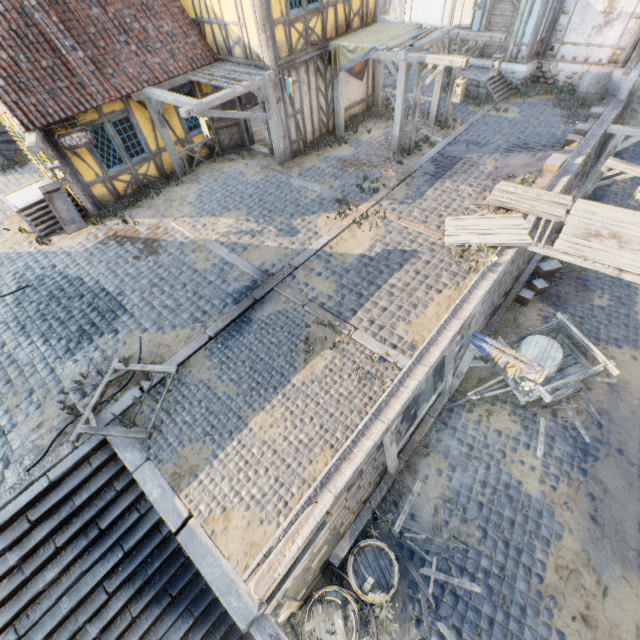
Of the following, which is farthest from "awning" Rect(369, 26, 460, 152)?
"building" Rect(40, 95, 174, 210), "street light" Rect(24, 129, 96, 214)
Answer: "street light" Rect(24, 129, 96, 214)

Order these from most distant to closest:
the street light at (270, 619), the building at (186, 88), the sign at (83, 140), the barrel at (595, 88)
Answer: the barrel at (595, 88)
the building at (186, 88)
the sign at (83, 140)
the street light at (270, 619)

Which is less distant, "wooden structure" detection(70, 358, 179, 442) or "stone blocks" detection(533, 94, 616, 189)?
"wooden structure" detection(70, 358, 179, 442)

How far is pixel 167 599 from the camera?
6.0 meters

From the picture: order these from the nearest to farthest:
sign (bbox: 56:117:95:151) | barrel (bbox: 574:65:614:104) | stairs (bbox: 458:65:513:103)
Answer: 1. sign (bbox: 56:117:95:151)
2. barrel (bbox: 574:65:614:104)
3. stairs (bbox: 458:65:513:103)

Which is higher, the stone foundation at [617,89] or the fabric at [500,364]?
the stone foundation at [617,89]

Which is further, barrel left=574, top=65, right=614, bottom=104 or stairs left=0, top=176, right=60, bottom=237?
barrel left=574, top=65, right=614, bottom=104

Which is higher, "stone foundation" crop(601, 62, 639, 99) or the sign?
the sign
